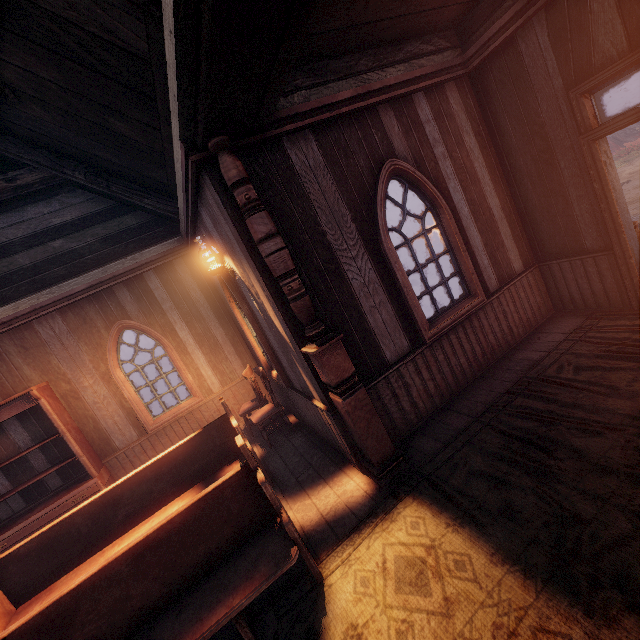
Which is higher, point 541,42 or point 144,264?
point 144,264

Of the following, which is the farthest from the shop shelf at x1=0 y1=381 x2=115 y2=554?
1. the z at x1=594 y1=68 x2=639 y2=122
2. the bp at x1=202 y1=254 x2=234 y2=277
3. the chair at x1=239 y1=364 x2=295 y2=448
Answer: the z at x1=594 y1=68 x2=639 y2=122

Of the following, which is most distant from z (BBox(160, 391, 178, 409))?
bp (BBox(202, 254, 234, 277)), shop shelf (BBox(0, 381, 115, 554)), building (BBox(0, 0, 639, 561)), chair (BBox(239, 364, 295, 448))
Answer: shop shelf (BBox(0, 381, 115, 554))

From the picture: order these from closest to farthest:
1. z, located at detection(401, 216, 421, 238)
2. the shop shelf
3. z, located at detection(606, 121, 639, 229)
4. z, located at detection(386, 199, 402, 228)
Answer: the shop shelf < z, located at detection(606, 121, 639, 229) < z, located at detection(401, 216, 421, 238) < z, located at detection(386, 199, 402, 228)

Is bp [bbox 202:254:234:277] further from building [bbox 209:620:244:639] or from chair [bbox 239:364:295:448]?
chair [bbox 239:364:295:448]

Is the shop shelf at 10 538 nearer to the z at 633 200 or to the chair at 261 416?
the chair at 261 416

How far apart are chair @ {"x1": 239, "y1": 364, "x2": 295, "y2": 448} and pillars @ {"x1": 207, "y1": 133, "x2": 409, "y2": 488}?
2.0 meters

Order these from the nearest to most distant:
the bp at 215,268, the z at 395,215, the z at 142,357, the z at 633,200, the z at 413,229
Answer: the bp at 215,268, the z at 633,200, the z at 413,229, the z at 395,215, the z at 142,357
